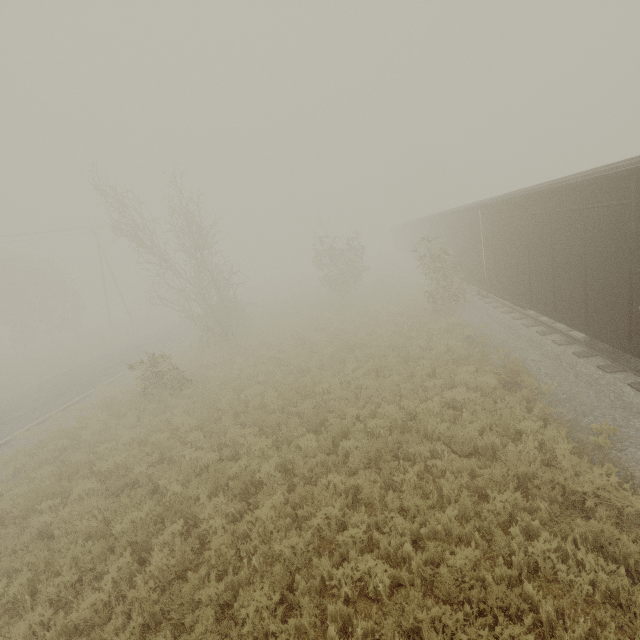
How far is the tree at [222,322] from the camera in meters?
18.0 m

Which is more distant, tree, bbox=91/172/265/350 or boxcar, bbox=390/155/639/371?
tree, bbox=91/172/265/350

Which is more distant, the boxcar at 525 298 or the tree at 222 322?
the tree at 222 322

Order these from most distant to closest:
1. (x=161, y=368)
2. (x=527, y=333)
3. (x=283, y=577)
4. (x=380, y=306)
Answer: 1. (x=380, y=306)
2. (x=161, y=368)
3. (x=527, y=333)
4. (x=283, y=577)

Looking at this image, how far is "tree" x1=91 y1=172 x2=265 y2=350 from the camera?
17.95m
